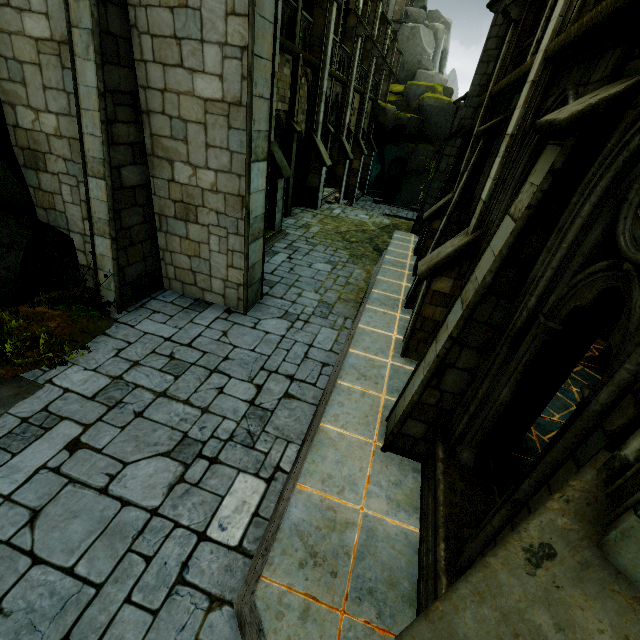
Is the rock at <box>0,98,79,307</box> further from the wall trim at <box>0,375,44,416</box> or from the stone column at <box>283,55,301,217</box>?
the stone column at <box>283,55,301,217</box>

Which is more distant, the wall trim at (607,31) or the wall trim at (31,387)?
the wall trim at (31,387)

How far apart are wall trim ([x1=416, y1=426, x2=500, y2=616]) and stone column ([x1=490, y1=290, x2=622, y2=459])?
0.06m

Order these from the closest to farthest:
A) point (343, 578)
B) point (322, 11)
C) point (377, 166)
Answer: point (343, 578) → point (322, 11) → point (377, 166)

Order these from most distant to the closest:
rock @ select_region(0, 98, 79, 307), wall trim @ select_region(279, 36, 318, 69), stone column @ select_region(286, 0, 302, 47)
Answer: stone column @ select_region(286, 0, 302, 47) → wall trim @ select_region(279, 36, 318, 69) → rock @ select_region(0, 98, 79, 307)

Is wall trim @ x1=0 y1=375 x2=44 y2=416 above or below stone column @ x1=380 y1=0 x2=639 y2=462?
below

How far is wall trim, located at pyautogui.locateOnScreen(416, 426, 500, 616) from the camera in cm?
318

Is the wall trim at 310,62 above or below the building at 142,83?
above
